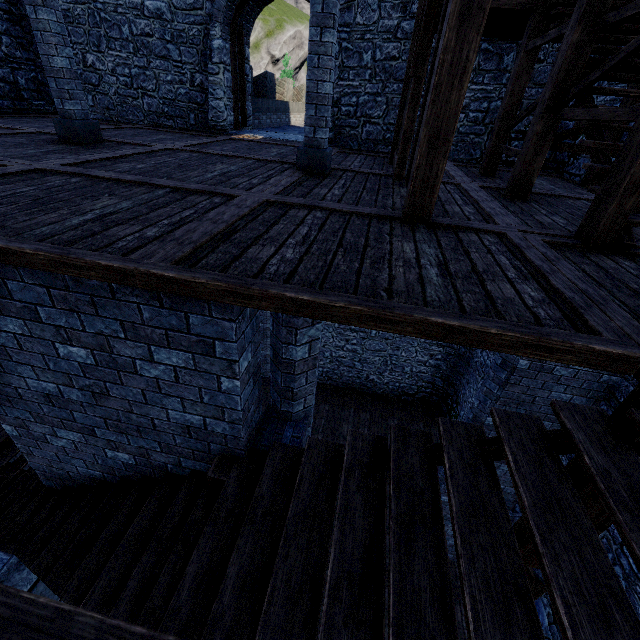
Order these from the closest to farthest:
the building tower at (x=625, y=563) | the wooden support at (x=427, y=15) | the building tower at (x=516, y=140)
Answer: the wooden support at (x=427, y=15), the building tower at (x=625, y=563), the building tower at (x=516, y=140)

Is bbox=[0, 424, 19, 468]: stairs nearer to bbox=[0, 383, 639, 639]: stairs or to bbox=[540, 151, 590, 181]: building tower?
bbox=[540, 151, 590, 181]: building tower

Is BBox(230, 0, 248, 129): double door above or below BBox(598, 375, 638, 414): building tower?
above

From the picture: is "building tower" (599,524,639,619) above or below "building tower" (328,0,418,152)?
below

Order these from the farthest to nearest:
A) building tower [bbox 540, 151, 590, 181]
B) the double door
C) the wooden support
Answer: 1. the double door
2. building tower [bbox 540, 151, 590, 181]
3. the wooden support

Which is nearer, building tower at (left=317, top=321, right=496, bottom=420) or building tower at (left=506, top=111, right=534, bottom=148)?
building tower at (left=506, top=111, right=534, bottom=148)

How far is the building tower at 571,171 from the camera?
7.5 meters

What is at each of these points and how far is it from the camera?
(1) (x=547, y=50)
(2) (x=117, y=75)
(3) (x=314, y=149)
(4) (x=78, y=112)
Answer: (1) building tower, 7.8 meters
(2) building tower, 9.9 meters
(3) pillar, 5.4 meters
(4) pillar, 5.9 meters
